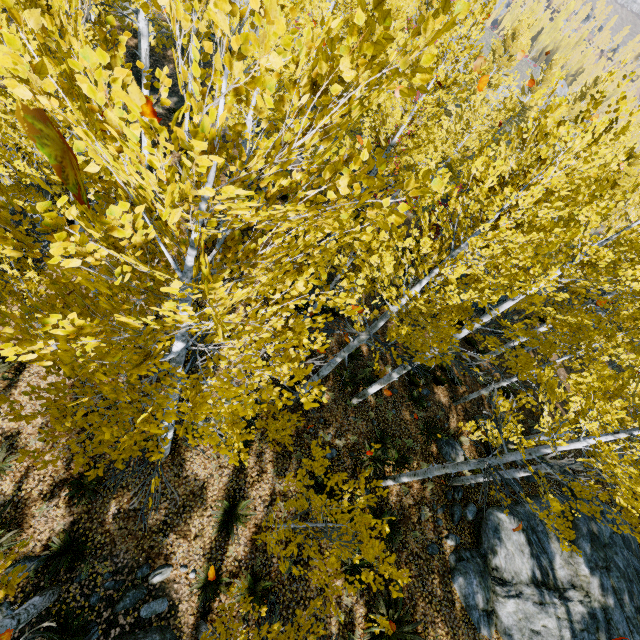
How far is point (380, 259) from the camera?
5.4 meters

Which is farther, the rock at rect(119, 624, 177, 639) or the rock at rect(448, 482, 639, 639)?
the rock at rect(448, 482, 639, 639)

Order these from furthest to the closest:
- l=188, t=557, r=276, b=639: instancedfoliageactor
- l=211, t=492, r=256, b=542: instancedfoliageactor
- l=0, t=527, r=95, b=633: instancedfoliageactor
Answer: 1. l=211, t=492, r=256, b=542: instancedfoliageactor
2. l=0, t=527, r=95, b=633: instancedfoliageactor
3. l=188, t=557, r=276, b=639: instancedfoliageactor

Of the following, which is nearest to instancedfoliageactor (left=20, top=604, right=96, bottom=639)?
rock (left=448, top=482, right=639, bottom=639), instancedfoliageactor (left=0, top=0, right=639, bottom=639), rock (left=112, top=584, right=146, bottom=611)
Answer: rock (left=112, top=584, right=146, bottom=611)

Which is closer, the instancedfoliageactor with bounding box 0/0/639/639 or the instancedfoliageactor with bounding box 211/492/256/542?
the instancedfoliageactor with bounding box 0/0/639/639

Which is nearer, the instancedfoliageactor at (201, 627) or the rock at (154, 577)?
the instancedfoliageactor at (201, 627)

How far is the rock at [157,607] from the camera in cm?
678

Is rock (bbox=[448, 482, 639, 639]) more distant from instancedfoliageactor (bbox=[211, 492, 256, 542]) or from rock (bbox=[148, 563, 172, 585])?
rock (bbox=[148, 563, 172, 585])
